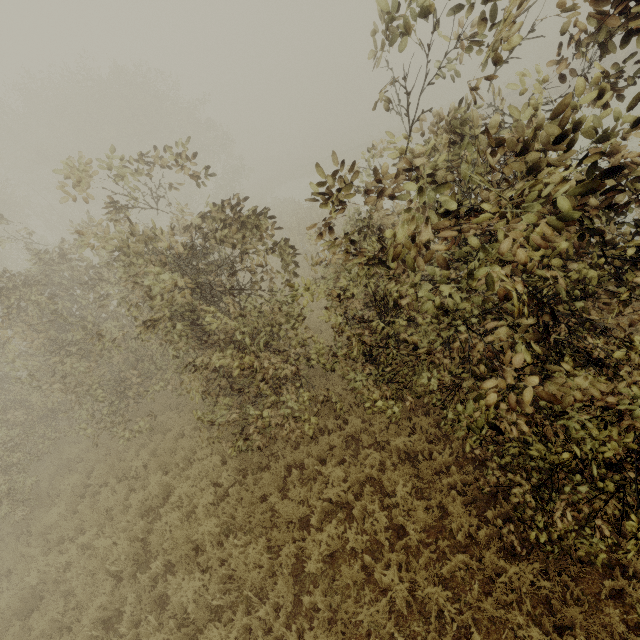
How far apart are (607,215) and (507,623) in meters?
6.1 m
